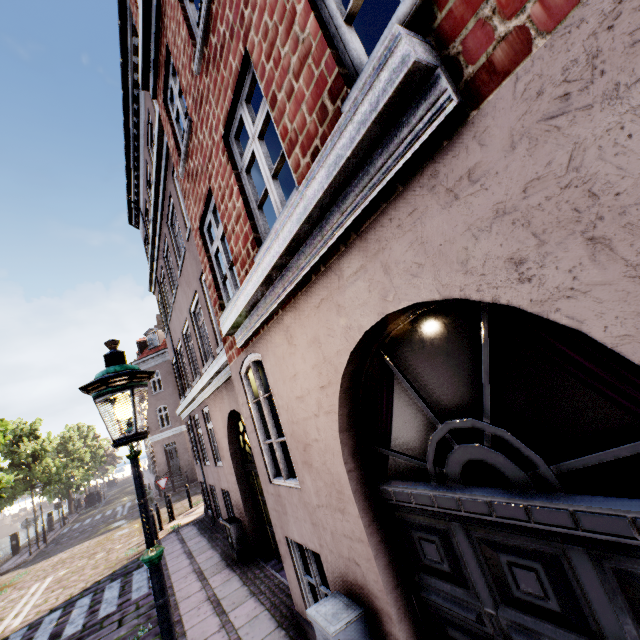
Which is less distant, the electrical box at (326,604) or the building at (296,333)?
the building at (296,333)

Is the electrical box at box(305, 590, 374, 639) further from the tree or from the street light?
the tree

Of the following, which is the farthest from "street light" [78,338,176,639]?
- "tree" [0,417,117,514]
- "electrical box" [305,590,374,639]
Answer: "electrical box" [305,590,374,639]

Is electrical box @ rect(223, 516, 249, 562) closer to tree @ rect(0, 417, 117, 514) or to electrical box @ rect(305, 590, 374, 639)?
electrical box @ rect(305, 590, 374, 639)

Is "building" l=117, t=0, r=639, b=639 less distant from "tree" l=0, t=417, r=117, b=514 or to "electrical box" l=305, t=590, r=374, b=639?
"electrical box" l=305, t=590, r=374, b=639

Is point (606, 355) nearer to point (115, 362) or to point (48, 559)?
point (115, 362)

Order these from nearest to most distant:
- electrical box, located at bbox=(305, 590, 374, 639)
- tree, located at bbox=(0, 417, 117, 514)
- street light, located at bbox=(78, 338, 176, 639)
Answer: street light, located at bbox=(78, 338, 176, 639) → electrical box, located at bbox=(305, 590, 374, 639) → tree, located at bbox=(0, 417, 117, 514)

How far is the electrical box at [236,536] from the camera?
7.69m
